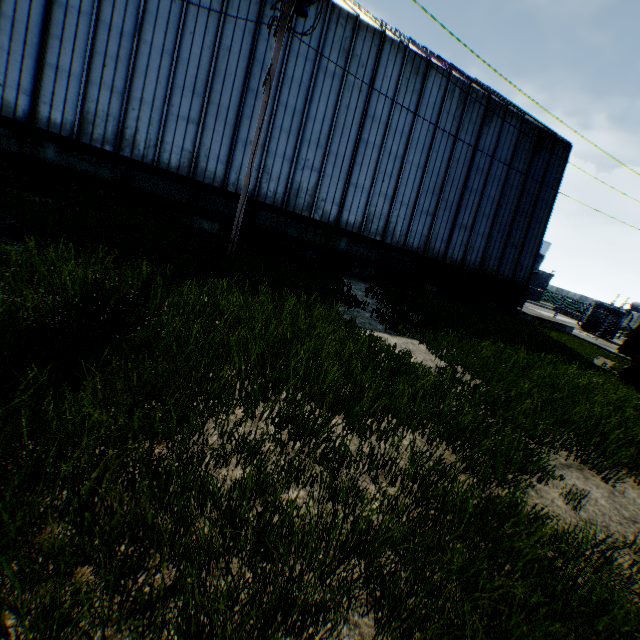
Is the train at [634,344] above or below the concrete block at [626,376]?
above

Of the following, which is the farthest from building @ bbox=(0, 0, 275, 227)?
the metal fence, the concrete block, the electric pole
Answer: the concrete block

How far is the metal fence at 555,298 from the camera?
27.41m

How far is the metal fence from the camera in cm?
2741

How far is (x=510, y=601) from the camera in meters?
2.8

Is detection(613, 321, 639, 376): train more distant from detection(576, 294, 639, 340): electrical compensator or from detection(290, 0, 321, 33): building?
detection(576, 294, 639, 340): electrical compensator

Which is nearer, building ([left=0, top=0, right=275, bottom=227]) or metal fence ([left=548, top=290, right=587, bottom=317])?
building ([left=0, top=0, right=275, bottom=227])

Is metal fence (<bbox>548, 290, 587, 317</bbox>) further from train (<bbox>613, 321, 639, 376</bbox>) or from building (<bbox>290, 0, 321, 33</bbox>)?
building (<bbox>290, 0, 321, 33</bbox>)
